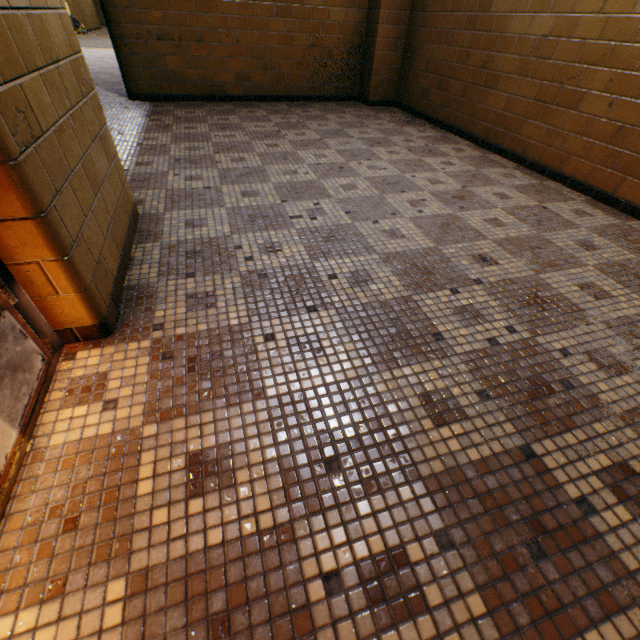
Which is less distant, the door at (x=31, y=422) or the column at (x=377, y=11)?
the door at (x=31, y=422)

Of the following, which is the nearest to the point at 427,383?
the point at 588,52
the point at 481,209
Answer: the point at 481,209

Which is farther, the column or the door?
the column
